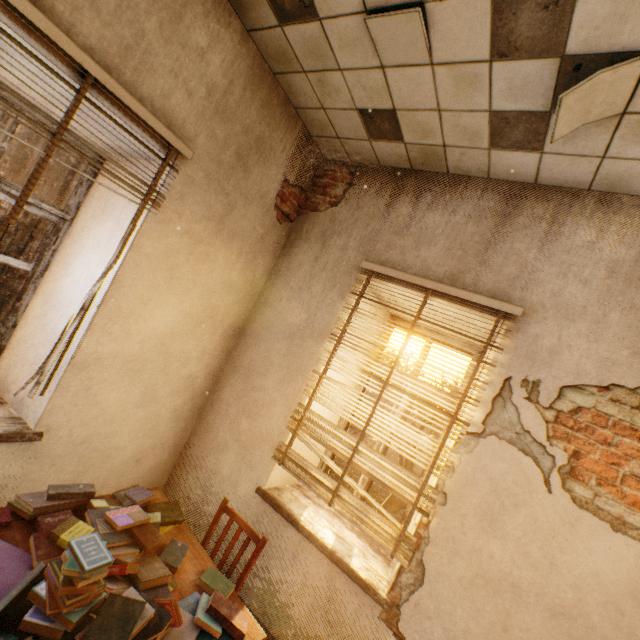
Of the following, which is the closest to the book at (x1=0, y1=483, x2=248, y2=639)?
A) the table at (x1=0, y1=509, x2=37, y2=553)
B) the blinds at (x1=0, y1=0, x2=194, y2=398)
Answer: the table at (x1=0, y1=509, x2=37, y2=553)

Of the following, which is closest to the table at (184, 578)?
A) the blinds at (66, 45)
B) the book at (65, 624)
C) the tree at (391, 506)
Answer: the book at (65, 624)

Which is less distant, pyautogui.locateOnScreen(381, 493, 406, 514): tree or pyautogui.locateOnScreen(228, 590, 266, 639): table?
pyautogui.locateOnScreen(228, 590, 266, 639): table

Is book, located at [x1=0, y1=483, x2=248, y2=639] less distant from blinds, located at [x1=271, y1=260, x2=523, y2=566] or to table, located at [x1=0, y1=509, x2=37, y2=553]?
table, located at [x1=0, y1=509, x2=37, y2=553]

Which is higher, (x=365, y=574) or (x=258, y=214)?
(x=258, y=214)

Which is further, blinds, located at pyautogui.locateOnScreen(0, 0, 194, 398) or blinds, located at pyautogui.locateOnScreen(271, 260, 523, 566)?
blinds, located at pyautogui.locateOnScreen(271, 260, 523, 566)

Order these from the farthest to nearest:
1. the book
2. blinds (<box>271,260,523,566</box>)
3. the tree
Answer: the tree → blinds (<box>271,260,523,566</box>) → the book
